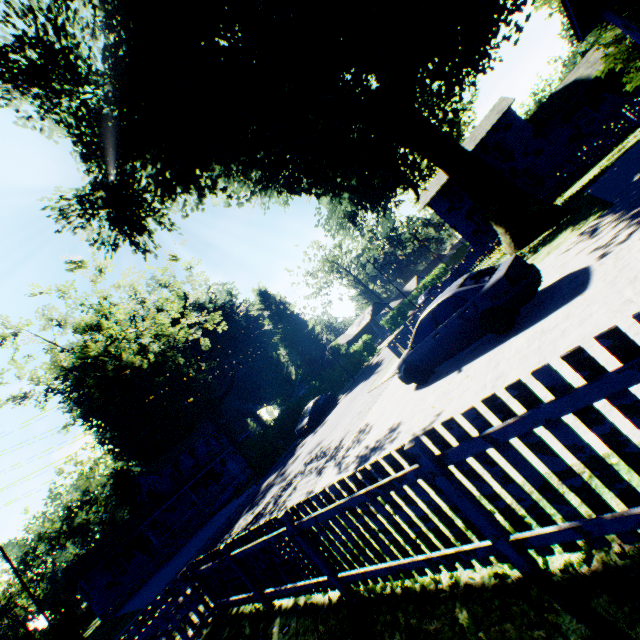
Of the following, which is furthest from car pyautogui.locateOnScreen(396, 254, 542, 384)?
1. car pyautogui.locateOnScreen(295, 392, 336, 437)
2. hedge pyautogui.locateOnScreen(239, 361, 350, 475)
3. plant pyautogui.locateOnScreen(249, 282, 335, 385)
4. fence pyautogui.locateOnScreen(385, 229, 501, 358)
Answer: plant pyautogui.locateOnScreen(249, 282, 335, 385)

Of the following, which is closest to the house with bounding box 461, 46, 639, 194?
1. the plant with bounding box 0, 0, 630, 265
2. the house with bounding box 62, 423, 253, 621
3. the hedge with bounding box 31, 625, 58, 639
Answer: the plant with bounding box 0, 0, 630, 265

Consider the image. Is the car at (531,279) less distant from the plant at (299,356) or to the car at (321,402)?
the car at (321,402)

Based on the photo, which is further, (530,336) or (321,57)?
(321,57)

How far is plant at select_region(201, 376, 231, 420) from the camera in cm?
5822

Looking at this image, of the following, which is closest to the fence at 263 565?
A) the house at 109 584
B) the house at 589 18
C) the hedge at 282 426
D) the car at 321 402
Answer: the house at 589 18

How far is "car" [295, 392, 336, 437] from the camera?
24.8 meters

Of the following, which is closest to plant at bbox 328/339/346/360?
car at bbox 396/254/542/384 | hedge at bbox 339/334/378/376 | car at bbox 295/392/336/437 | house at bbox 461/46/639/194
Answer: hedge at bbox 339/334/378/376
